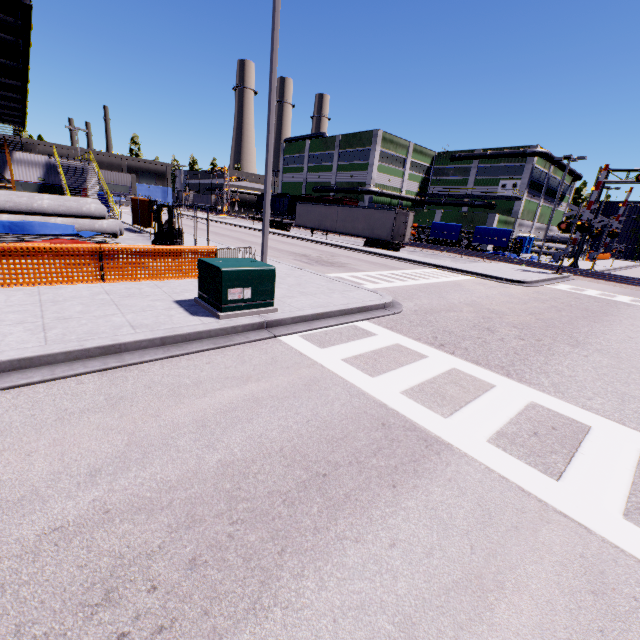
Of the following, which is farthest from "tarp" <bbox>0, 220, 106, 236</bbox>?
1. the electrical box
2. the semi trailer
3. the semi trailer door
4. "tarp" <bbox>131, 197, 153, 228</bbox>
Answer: the semi trailer door

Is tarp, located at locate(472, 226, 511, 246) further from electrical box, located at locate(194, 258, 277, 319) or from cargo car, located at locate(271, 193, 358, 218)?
electrical box, located at locate(194, 258, 277, 319)

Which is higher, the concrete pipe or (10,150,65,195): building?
(10,150,65,195): building

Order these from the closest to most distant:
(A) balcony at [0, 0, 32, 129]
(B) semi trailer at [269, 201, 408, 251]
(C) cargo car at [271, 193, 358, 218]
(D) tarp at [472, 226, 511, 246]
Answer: (A) balcony at [0, 0, 32, 129] → (B) semi trailer at [269, 201, 408, 251] → (D) tarp at [472, 226, 511, 246] → (C) cargo car at [271, 193, 358, 218]

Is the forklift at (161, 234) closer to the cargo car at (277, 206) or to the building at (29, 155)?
the building at (29, 155)

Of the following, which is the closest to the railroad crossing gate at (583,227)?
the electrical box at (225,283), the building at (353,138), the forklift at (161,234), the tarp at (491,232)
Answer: the tarp at (491,232)

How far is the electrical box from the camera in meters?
6.9 m

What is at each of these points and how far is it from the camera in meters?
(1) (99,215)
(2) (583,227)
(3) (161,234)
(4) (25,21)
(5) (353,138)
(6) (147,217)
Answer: (1) concrete pipe, 17.8 m
(2) railroad crossing gate, 22.5 m
(3) forklift, 13.5 m
(4) balcony, 10.6 m
(5) building, 50.2 m
(6) tarp, 21.6 m
